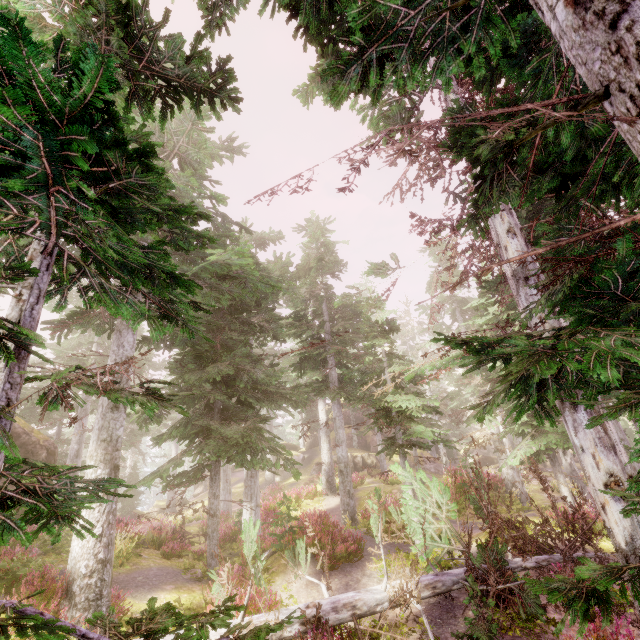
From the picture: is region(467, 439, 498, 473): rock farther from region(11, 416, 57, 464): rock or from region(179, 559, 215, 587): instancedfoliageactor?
region(11, 416, 57, 464): rock

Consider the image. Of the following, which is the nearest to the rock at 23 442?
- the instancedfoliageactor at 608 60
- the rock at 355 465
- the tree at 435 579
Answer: the instancedfoliageactor at 608 60

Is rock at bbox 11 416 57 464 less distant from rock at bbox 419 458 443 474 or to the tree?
the tree

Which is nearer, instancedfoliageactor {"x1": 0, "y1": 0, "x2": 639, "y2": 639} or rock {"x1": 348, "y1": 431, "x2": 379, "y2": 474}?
instancedfoliageactor {"x1": 0, "y1": 0, "x2": 639, "y2": 639}

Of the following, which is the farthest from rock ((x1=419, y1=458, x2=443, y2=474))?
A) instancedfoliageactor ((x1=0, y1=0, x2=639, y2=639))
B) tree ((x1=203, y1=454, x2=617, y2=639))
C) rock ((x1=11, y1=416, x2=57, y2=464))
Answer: tree ((x1=203, y1=454, x2=617, y2=639))

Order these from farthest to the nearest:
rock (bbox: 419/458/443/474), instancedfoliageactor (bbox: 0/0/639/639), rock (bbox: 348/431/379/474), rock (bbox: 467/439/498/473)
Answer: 1. rock (bbox: 467/439/498/473)
2. rock (bbox: 419/458/443/474)
3. rock (bbox: 348/431/379/474)
4. instancedfoliageactor (bbox: 0/0/639/639)

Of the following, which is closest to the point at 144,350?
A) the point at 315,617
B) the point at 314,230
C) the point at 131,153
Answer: the point at 314,230

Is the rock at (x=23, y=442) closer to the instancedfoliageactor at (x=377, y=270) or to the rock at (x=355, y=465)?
the instancedfoliageactor at (x=377, y=270)
